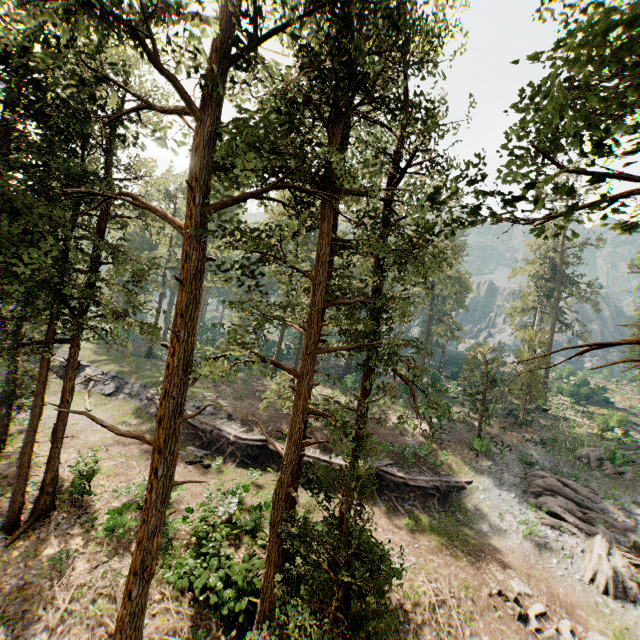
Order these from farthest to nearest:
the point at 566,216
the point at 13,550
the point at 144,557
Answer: the point at 13,550 → the point at 144,557 → the point at 566,216

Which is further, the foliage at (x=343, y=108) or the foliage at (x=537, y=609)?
the foliage at (x=537, y=609)

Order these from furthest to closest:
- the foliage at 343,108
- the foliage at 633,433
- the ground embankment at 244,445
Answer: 1. the foliage at 633,433
2. the ground embankment at 244,445
3. the foliage at 343,108

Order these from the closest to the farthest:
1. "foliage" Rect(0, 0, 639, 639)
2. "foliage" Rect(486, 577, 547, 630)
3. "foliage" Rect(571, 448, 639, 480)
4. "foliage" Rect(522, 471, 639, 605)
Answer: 1. "foliage" Rect(0, 0, 639, 639)
2. "foliage" Rect(486, 577, 547, 630)
3. "foliage" Rect(522, 471, 639, 605)
4. "foliage" Rect(571, 448, 639, 480)

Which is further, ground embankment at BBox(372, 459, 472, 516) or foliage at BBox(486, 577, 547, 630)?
ground embankment at BBox(372, 459, 472, 516)

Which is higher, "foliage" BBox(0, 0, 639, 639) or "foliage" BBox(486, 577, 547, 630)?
"foliage" BBox(0, 0, 639, 639)
